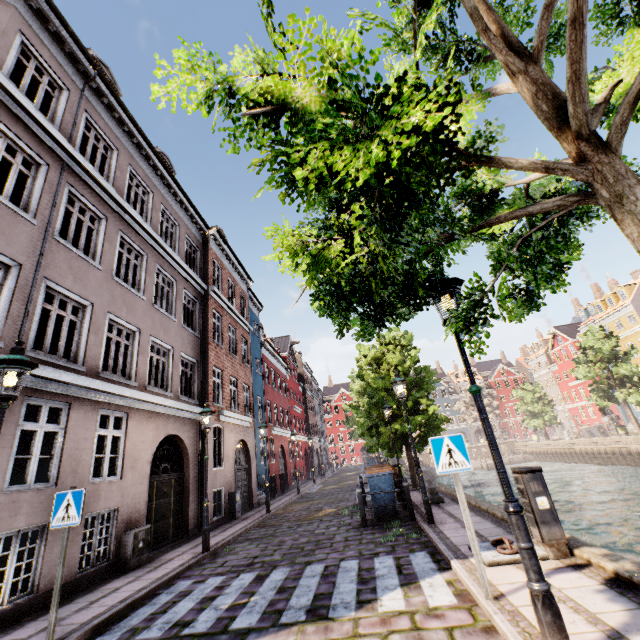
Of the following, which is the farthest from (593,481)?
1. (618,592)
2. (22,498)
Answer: (22,498)

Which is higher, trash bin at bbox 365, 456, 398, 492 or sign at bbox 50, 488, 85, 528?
sign at bbox 50, 488, 85, 528

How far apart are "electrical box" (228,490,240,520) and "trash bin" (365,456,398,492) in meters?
5.8

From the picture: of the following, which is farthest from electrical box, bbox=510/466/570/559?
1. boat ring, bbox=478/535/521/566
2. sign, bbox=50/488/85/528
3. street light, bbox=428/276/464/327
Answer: sign, bbox=50/488/85/528

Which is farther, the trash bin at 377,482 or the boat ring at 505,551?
the trash bin at 377,482

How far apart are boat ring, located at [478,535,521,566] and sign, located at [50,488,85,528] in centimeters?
628cm

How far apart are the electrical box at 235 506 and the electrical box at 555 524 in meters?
12.0 m

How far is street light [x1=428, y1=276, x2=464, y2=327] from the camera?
3.9 meters
